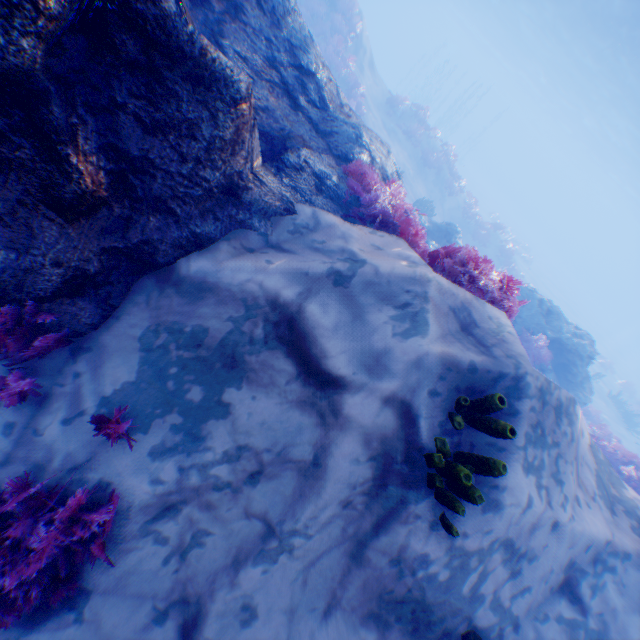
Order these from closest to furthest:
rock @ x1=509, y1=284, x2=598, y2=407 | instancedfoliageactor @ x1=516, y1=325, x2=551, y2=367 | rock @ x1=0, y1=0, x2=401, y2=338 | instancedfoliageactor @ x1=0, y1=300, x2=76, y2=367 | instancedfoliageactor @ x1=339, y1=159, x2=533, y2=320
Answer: rock @ x1=0, y1=0, x2=401, y2=338 → instancedfoliageactor @ x1=0, y1=300, x2=76, y2=367 → instancedfoliageactor @ x1=339, y1=159, x2=533, y2=320 → instancedfoliageactor @ x1=516, y1=325, x2=551, y2=367 → rock @ x1=509, y1=284, x2=598, y2=407

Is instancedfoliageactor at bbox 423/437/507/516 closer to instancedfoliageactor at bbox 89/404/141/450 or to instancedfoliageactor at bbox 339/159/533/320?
instancedfoliageactor at bbox 339/159/533/320

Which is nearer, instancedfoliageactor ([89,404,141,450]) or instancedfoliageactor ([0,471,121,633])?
instancedfoliageactor ([0,471,121,633])

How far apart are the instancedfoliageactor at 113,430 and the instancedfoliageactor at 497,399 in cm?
267

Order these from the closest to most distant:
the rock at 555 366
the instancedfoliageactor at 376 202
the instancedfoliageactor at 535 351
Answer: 1. the instancedfoliageactor at 376 202
2. the instancedfoliageactor at 535 351
3. the rock at 555 366

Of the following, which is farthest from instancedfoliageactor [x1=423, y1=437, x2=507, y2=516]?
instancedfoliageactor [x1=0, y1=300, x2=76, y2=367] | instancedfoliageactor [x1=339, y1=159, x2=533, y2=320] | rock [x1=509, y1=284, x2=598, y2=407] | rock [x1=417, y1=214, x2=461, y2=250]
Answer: rock [x1=509, y1=284, x2=598, y2=407]

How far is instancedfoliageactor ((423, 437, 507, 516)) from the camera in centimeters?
250cm

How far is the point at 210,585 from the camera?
2.9m
